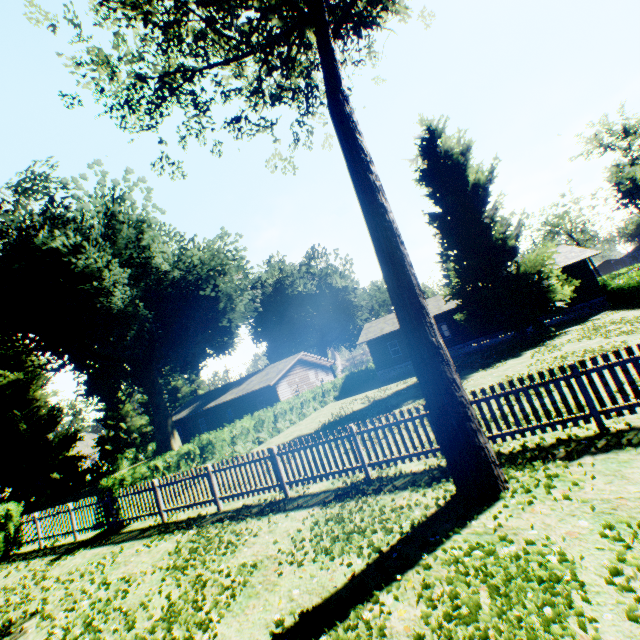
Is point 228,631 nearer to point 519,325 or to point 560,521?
point 560,521

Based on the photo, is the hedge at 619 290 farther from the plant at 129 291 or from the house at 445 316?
the plant at 129 291

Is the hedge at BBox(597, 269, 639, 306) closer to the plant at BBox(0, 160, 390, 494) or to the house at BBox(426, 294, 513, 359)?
the house at BBox(426, 294, 513, 359)

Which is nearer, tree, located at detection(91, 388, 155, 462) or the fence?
the fence

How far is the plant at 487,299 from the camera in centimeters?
2306cm

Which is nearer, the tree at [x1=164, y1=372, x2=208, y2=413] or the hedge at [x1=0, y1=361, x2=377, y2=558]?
the hedge at [x1=0, y1=361, x2=377, y2=558]

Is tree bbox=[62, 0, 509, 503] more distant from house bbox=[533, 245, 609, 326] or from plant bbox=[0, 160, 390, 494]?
house bbox=[533, 245, 609, 326]

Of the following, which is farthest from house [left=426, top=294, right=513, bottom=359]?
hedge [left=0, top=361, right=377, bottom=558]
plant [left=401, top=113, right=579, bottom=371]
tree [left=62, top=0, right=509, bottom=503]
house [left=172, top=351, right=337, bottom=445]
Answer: tree [left=62, top=0, right=509, bottom=503]
